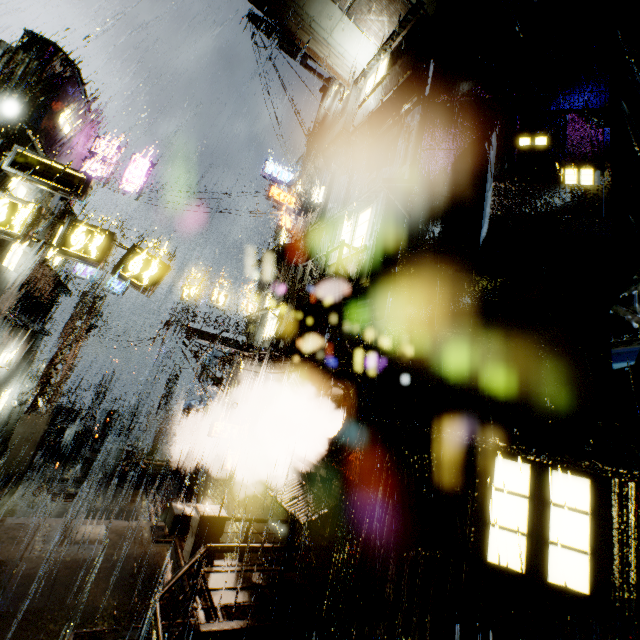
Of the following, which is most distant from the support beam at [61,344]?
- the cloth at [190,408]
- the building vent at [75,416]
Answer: the building vent at [75,416]

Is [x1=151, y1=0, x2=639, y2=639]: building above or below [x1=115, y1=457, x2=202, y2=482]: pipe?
above

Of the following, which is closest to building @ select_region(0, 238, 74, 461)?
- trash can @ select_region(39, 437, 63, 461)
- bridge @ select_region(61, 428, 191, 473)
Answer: bridge @ select_region(61, 428, 191, 473)

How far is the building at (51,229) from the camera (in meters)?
14.44

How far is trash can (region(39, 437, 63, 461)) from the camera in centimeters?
1903cm

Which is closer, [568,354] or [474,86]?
[568,354]

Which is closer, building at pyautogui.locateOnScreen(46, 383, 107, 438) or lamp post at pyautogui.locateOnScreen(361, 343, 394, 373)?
lamp post at pyautogui.locateOnScreen(361, 343, 394, 373)

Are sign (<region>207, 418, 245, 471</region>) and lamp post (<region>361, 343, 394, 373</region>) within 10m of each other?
yes
